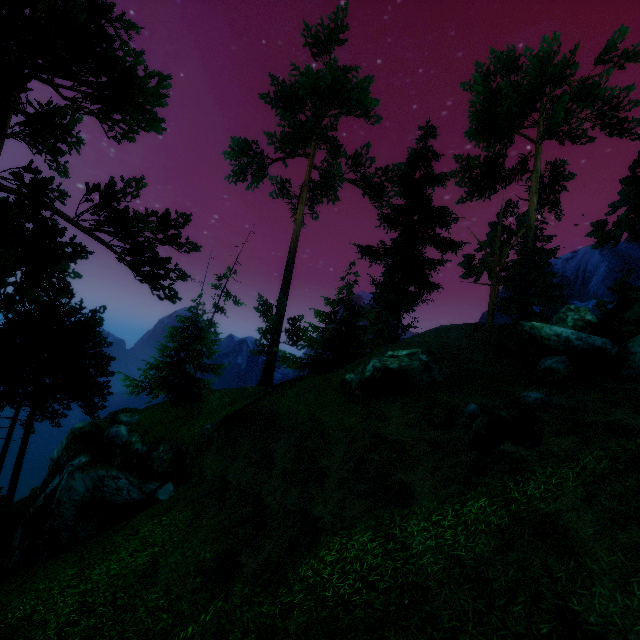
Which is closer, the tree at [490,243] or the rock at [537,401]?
the rock at [537,401]

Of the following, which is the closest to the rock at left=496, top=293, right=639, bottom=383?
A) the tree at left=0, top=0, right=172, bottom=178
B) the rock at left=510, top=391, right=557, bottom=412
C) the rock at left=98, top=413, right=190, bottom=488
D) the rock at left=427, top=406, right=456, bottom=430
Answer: the tree at left=0, top=0, right=172, bottom=178

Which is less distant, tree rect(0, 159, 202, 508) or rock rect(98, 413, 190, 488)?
tree rect(0, 159, 202, 508)

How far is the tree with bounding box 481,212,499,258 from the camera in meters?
36.9

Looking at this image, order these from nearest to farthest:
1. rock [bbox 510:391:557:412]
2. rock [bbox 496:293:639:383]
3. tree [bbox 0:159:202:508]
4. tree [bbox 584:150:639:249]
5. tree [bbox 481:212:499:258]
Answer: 1. tree [bbox 0:159:202:508]
2. rock [bbox 510:391:557:412]
3. rock [bbox 496:293:639:383]
4. tree [bbox 584:150:639:249]
5. tree [bbox 481:212:499:258]

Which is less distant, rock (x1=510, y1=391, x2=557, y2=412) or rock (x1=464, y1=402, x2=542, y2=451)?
rock (x1=464, y1=402, x2=542, y2=451)

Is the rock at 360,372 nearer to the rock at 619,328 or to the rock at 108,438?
the rock at 619,328

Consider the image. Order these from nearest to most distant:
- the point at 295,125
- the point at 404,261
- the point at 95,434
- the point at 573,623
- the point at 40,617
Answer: the point at 573,623
the point at 40,617
the point at 95,434
the point at 404,261
the point at 295,125
